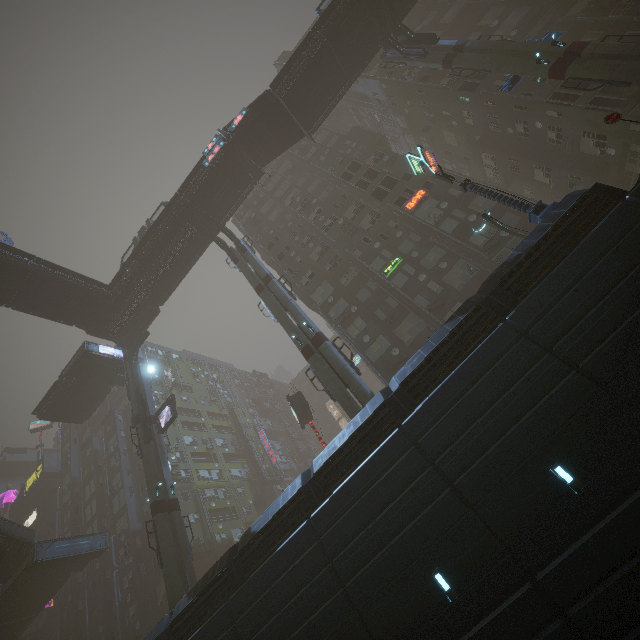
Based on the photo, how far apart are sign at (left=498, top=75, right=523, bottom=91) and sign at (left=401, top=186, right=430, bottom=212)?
8.1 meters

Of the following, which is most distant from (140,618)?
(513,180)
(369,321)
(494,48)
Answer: (513,180)

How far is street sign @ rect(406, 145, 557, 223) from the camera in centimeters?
1452cm

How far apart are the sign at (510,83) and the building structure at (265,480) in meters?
54.7

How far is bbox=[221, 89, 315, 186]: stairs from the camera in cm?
2852

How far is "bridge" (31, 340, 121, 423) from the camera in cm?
3541

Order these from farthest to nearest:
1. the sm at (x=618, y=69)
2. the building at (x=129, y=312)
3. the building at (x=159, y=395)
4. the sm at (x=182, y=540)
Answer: the building at (x=159, y=395)
the building at (x=129, y=312)
the sm at (x=182, y=540)
the sm at (x=618, y=69)

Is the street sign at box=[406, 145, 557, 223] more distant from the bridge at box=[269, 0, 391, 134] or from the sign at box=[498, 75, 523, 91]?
the bridge at box=[269, 0, 391, 134]
